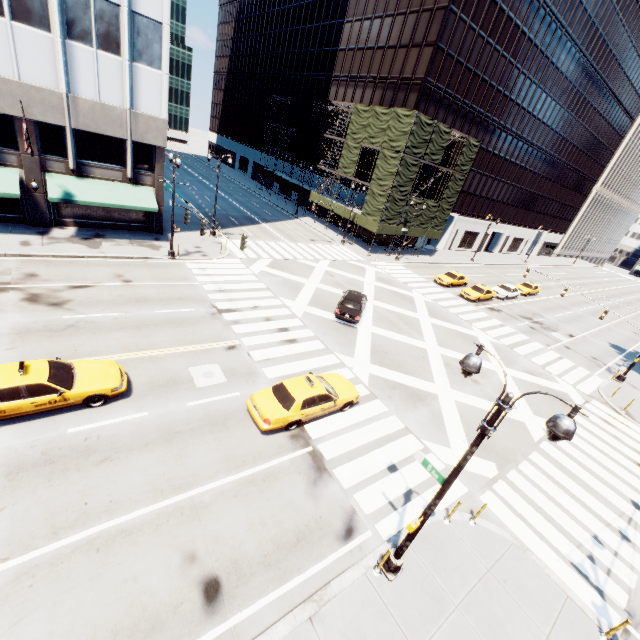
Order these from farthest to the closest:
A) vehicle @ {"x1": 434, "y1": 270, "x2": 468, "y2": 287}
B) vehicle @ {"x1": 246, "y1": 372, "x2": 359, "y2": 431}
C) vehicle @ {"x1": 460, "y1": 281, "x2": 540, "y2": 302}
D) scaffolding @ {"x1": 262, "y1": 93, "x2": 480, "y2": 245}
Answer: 1. vehicle @ {"x1": 434, "y1": 270, "x2": 468, "y2": 287}
2. scaffolding @ {"x1": 262, "y1": 93, "x2": 480, "y2": 245}
3. vehicle @ {"x1": 460, "y1": 281, "x2": 540, "y2": 302}
4. vehicle @ {"x1": 246, "y1": 372, "x2": 359, "y2": 431}

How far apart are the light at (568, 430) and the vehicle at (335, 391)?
5.2 meters

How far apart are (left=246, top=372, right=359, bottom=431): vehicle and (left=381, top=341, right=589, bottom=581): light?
5.2m

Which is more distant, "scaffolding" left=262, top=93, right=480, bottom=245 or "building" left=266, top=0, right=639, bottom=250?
"building" left=266, top=0, right=639, bottom=250

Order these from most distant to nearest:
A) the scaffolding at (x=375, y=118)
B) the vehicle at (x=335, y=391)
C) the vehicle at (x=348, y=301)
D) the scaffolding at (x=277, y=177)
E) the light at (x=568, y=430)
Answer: the scaffolding at (x=277, y=177) < the scaffolding at (x=375, y=118) < the vehicle at (x=348, y=301) < the vehicle at (x=335, y=391) < the light at (x=568, y=430)

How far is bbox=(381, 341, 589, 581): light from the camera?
5.6m

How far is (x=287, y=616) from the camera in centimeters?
794cm

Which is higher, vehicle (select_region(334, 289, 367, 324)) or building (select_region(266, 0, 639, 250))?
building (select_region(266, 0, 639, 250))
